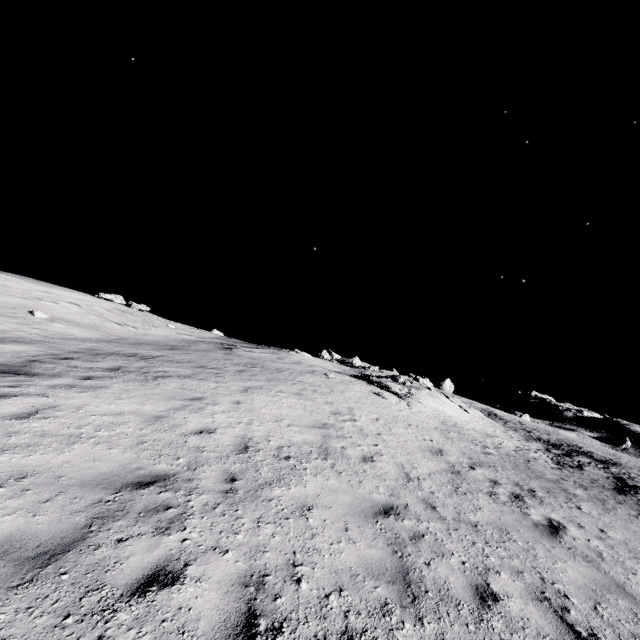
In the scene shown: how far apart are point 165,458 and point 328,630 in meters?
3.9
